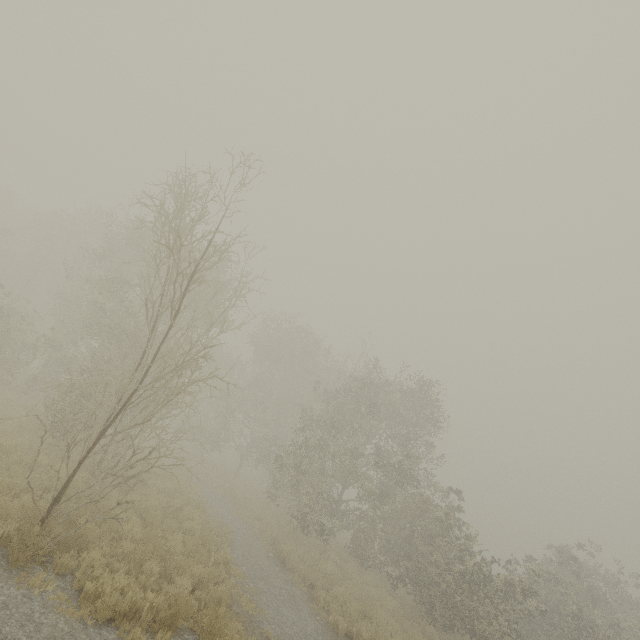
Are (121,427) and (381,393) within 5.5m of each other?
no
